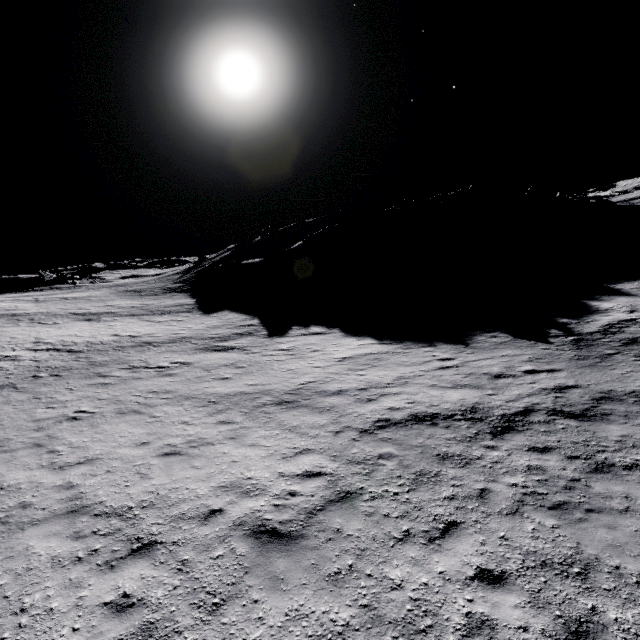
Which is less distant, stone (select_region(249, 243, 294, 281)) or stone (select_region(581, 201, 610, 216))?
stone (select_region(249, 243, 294, 281))

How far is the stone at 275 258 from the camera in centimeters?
4650cm

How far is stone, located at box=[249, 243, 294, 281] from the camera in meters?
46.5 m

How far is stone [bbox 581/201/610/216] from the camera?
56.3 meters

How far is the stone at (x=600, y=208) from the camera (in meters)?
56.34

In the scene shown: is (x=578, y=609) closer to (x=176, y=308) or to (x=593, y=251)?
(x=176, y=308)
